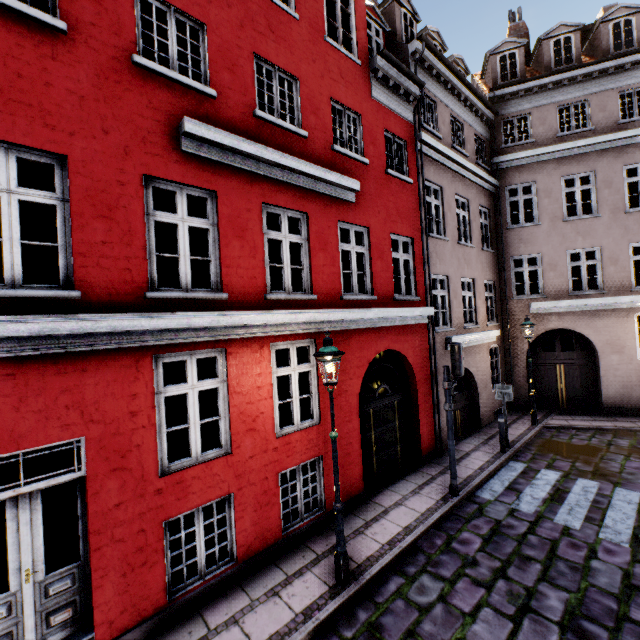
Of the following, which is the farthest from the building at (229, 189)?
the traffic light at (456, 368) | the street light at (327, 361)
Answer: the traffic light at (456, 368)

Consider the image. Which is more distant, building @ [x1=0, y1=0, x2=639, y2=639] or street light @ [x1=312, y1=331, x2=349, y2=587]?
street light @ [x1=312, y1=331, x2=349, y2=587]

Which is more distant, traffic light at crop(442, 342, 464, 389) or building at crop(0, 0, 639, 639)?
traffic light at crop(442, 342, 464, 389)

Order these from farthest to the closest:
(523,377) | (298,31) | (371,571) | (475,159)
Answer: (523,377) < (475,159) < (298,31) < (371,571)

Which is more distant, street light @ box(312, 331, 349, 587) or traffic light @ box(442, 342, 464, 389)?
traffic light @ box(442, 342, 464, 389)

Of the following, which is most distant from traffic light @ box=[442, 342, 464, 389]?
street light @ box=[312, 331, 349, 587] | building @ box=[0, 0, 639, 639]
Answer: street light @ box=[312, 331, 349, 587]

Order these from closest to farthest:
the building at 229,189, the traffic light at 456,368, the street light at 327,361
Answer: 1. the building at 229,189
2. the street light at 327,361
3. the traffic light at 456,368

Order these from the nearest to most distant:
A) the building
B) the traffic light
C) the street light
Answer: the building < the street light < the traffic light
